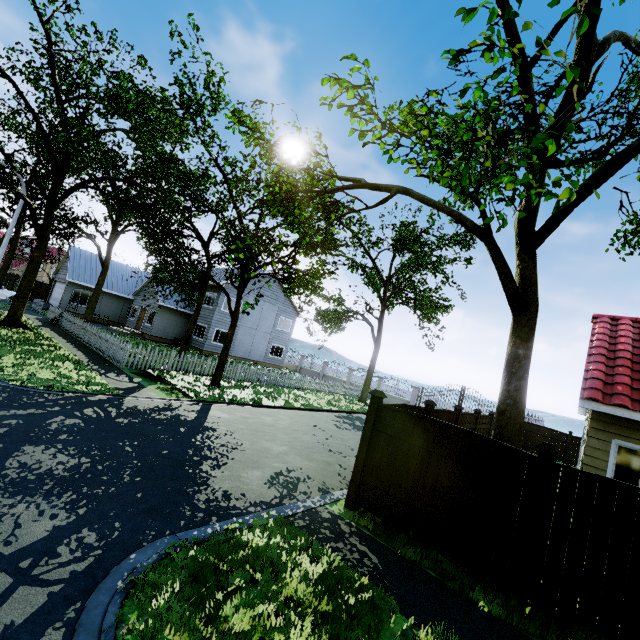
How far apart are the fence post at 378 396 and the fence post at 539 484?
2.6 meters

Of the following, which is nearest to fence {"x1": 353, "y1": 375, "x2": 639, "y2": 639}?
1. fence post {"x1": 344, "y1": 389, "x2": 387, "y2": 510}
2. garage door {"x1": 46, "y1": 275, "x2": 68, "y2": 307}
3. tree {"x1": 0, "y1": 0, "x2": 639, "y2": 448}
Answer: fence post {"x1": 344, "y1": 389, "x2": 387, "y2": 510}

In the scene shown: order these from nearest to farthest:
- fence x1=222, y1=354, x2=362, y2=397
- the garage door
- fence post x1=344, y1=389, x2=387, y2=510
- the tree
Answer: the tree → fence post x1=344, y1=389, x2=387, y2=510 → fence x1=222, y1=354, x2=362, y2=397 → the garage door

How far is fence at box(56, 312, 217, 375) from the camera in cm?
1401

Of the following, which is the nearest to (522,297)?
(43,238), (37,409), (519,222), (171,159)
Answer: (519,222)

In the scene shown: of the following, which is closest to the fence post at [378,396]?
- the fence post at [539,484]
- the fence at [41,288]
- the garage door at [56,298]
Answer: the fence at [41,288]

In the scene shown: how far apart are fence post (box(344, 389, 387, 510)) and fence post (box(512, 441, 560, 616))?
2.6 meters

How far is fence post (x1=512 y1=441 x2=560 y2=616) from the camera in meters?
4.5
